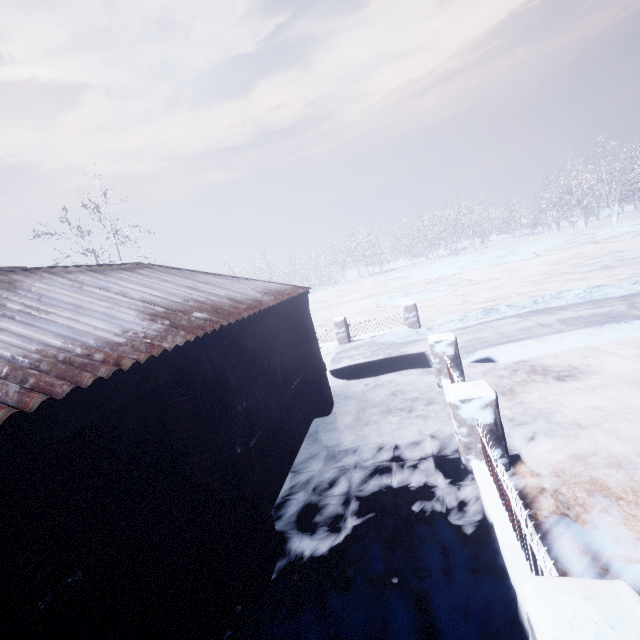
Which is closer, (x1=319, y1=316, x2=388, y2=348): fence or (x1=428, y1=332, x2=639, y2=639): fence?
(x1=428, y1=332, x2=639, y2=639): fence

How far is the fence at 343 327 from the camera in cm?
1102

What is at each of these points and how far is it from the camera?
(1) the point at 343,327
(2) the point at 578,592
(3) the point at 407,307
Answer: (1) fence, 11.0m
(2) fence, 1.4m
(3) fence, 10.5m

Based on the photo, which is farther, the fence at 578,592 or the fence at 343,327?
the fence at 343,327

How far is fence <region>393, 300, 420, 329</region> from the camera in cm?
1052
